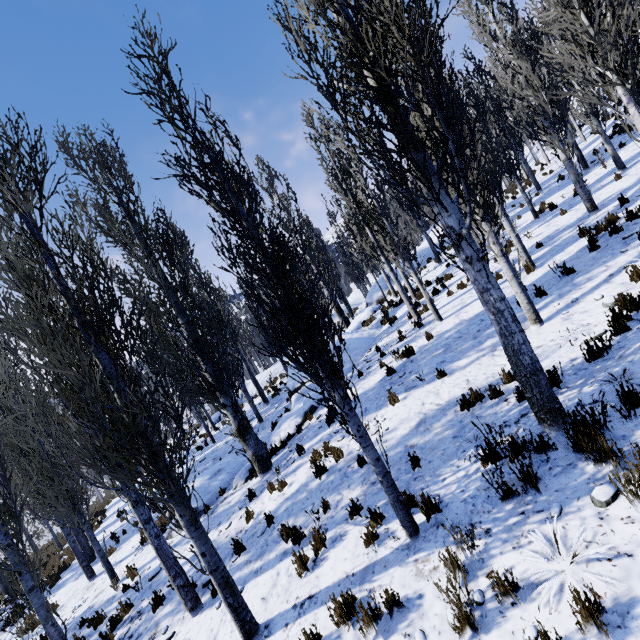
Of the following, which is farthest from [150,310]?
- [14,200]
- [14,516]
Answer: [14,516]

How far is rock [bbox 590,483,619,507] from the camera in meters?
3.2 m

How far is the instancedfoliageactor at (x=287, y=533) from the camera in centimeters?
601cm

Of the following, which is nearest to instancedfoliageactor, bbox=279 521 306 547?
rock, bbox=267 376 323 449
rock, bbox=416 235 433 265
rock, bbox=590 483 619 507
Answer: rock, bbox=590 483 619 507

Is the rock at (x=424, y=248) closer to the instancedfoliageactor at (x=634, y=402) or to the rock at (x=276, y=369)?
the instancedfoliageactor at (x=634, y=402)

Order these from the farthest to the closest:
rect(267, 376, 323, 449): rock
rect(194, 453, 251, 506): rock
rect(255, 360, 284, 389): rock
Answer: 1. rect(255, 360, 284, 389): rock
2. rect(267, 376, 323, 449): rock
3. rect(194, 453, 251, 506): rock

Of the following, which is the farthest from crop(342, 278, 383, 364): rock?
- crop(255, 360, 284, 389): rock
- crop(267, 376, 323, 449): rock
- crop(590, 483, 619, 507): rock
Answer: crop(590, 483, 619, 507): rock
